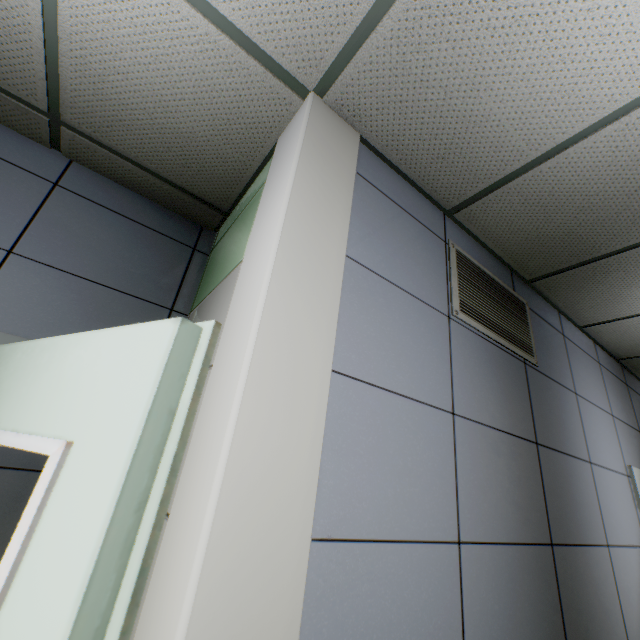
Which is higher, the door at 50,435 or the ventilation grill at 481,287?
the ventilation grill at 481,287

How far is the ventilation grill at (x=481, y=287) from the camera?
1.8 meters

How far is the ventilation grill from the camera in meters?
1.8

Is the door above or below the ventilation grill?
below

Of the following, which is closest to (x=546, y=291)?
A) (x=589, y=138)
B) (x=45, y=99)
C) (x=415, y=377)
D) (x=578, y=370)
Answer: (x=578, y=370)

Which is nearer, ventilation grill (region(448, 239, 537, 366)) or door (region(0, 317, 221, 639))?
door (region(0, 317, 221, 639))
